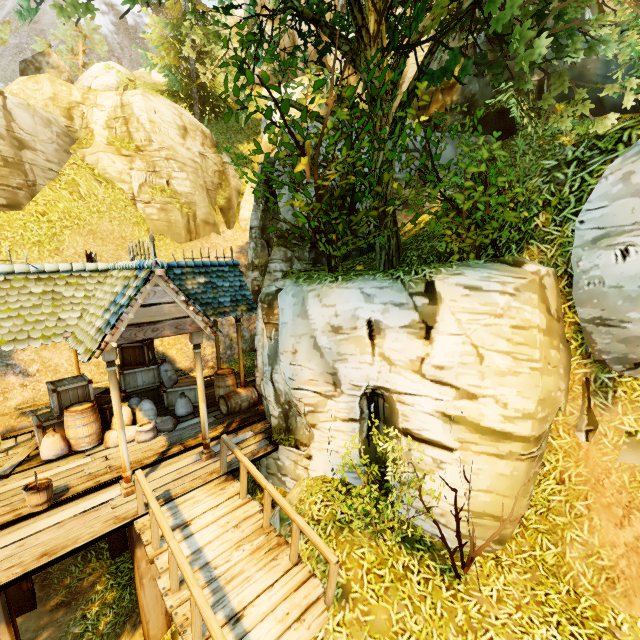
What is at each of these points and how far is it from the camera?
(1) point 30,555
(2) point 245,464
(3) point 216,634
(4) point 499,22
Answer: (1) wooden platform, 5.0 meters
(2) rail, 5.9 meters
(3) rail, 3.5 meters
(4) tree, 5.3 meters

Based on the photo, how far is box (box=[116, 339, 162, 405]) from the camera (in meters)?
9.76

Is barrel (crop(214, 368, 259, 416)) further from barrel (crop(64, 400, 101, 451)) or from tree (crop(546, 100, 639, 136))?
tree (crop(546, 100, 639, 136))

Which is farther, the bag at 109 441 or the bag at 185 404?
the bag at 185 404

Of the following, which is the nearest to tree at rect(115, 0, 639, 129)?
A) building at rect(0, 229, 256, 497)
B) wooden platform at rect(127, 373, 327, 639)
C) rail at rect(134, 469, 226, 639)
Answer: building at rect(0, 229, 256, 497)

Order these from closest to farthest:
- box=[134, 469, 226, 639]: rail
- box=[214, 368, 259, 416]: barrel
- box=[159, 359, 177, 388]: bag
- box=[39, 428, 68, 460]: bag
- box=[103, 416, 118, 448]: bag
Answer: box=[134, 469, 226, 639]: rail, box=[39, 428, 68, 460]: bag, box=[103, 416, 118, 448]: bag, box=[214, 368, 259, 416]: barrel, box=[159, 359, 177, 388]: bag

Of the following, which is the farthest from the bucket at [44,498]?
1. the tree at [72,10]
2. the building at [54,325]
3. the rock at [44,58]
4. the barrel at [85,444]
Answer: the rock at [44,58]

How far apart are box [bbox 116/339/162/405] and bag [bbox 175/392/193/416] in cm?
Answer: 55
